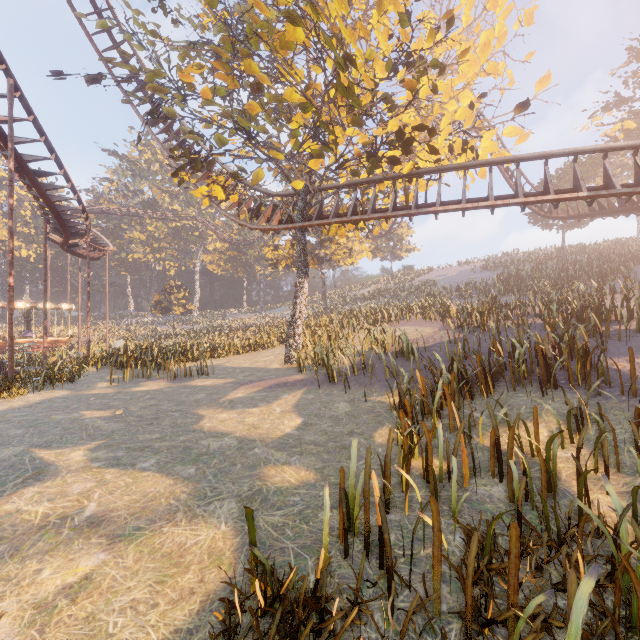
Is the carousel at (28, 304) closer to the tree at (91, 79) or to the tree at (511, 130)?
the tree at (91, 79)

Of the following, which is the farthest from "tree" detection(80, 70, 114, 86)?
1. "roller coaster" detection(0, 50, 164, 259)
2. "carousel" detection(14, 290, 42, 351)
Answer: "carousel" detection(14, 290, 42, 351)

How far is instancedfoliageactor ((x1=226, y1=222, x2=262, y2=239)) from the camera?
56.55m

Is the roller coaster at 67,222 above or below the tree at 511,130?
below

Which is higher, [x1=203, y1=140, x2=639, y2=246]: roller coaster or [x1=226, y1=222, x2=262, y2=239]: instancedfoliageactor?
[x1=226, y1=222, x2=262, y2=239]: instancedfoliageactor

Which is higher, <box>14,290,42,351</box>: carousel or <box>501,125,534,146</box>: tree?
<box>501,125,534,146</box>: tree

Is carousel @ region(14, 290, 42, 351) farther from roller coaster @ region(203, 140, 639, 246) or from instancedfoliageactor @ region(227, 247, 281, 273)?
roller coaster @ region(203, 140, 639, 246)

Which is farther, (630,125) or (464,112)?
(630,125)
